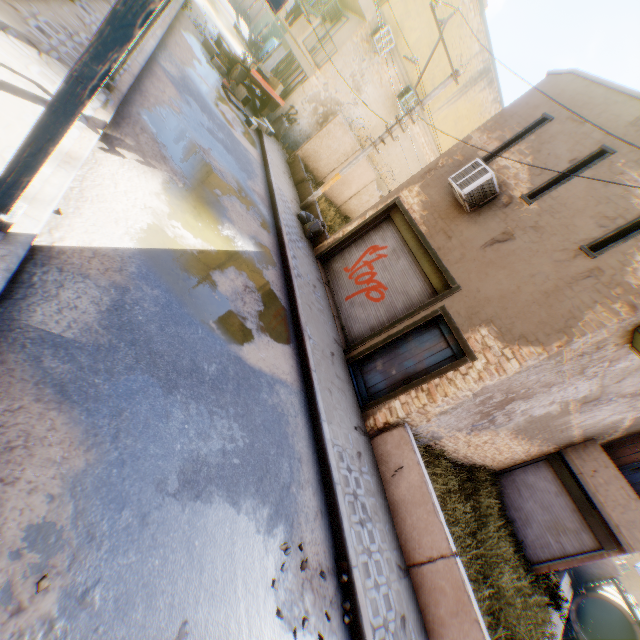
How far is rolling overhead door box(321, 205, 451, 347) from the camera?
8.6 meters

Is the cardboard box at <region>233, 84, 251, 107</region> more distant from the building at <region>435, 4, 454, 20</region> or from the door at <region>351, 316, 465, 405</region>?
the door at <region>351, 316, 465, 405</region>

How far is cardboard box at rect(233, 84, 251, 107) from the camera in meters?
15.0 m

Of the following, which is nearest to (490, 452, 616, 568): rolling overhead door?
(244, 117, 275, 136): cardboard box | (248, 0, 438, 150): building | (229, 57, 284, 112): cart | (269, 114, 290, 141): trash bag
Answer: (248, 0, 438, 150): building

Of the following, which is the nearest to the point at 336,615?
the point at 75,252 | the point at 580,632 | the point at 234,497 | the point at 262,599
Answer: the point at 262,599

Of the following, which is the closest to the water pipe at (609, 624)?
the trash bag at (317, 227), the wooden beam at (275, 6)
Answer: the trash bag at (317, 227)

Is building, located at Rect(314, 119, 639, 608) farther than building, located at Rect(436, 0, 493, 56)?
No

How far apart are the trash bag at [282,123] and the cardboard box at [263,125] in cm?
25
